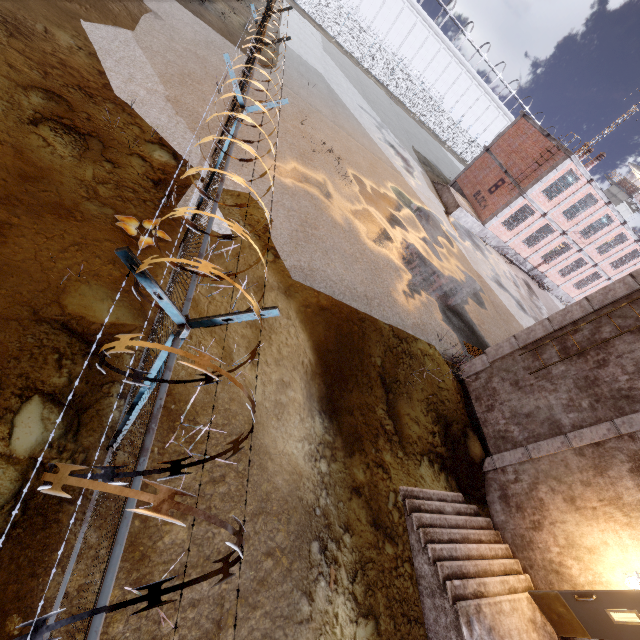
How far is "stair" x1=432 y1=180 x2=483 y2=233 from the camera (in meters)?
23.06

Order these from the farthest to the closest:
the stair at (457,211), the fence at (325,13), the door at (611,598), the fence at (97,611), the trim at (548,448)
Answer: the fence at (325,13) → the stair at (457,211) → the trim at (548,448) → the door at (611,598) → the fence at (97,611)

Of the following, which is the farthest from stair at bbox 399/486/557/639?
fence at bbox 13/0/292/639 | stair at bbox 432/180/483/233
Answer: stair at bbox 432/180/483/233

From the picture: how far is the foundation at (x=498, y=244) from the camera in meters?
24.8

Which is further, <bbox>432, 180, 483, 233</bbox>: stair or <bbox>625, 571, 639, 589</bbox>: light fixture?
<bbox>432, 180, 483, 233</bbox>: stair

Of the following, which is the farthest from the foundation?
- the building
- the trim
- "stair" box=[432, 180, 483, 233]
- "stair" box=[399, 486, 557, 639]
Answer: the building

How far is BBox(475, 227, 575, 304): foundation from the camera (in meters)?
24.80

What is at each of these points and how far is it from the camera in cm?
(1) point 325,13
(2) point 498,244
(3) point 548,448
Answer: (1) fence, 3603
(2) foundation, 2550
(3) trim, 804
